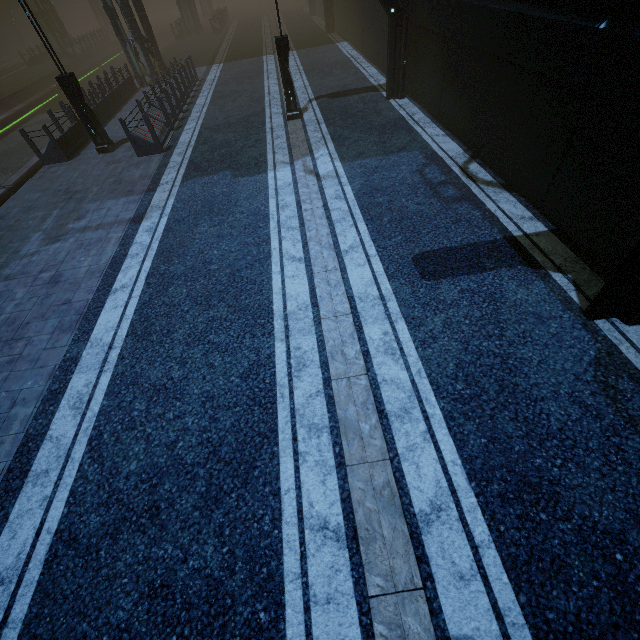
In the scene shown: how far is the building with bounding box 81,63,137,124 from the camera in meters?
15.3 m

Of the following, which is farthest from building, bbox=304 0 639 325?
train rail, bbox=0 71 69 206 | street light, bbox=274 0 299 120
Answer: street light, bbox=274 0 299 120

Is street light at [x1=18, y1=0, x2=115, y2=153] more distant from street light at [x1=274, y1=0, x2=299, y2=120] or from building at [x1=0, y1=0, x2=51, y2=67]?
street light at [x1=274, y1=0, x2=299, y2=120]

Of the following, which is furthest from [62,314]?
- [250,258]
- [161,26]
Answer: [161,26]

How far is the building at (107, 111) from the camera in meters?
15.3 m

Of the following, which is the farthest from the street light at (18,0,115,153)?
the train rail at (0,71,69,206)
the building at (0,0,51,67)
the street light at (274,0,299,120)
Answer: the street light at (274,0,299,120)

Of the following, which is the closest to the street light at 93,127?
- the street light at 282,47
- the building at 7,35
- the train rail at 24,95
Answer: the building at 7,35
